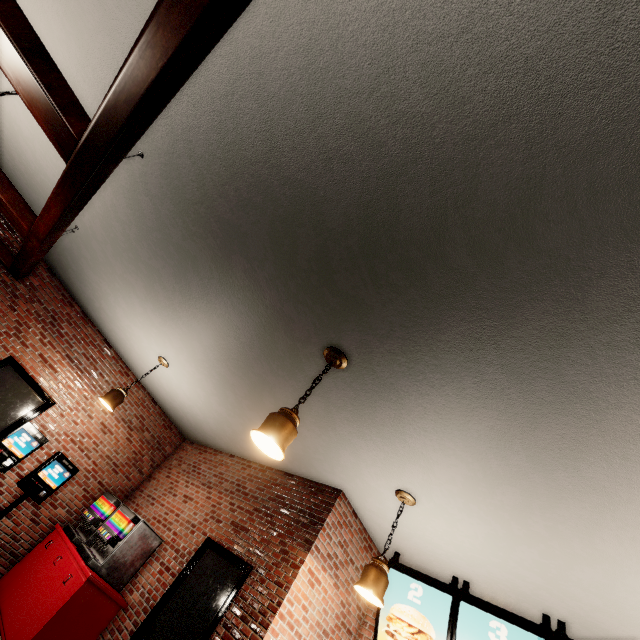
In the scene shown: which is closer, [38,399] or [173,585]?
[173,585]
